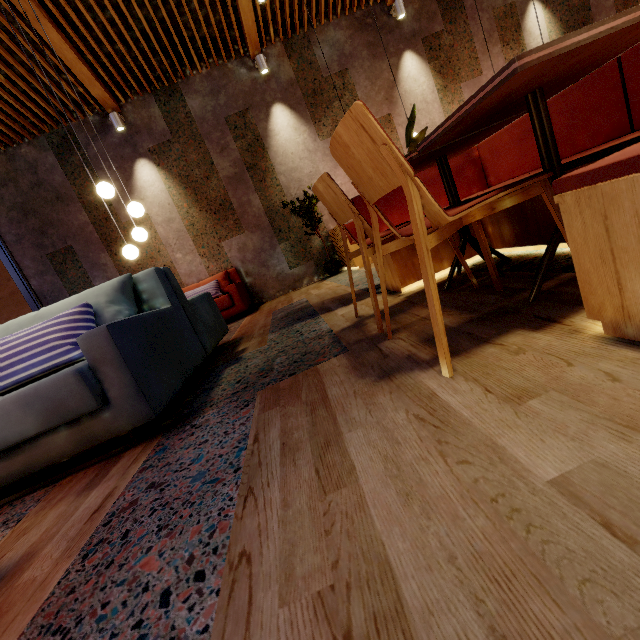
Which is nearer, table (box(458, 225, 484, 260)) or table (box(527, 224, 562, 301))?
table (box(527, 224, 562, 301))

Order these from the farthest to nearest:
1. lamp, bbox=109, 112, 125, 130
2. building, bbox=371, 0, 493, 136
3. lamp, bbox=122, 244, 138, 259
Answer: building, bbox=371, 0, 493, 136
lamp, bbox=109, 112, 125, 130
lamp, bbox=122, 244, 138, 259

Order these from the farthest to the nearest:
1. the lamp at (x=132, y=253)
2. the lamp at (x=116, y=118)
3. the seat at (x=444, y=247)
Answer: the lamp at (x=116, y=118)
the lamp at (x=132, y=253)
the seat at (x=444, y=247)

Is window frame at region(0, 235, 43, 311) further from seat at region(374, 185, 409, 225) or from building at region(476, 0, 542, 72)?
seat at region(374, 185, 409, 225)

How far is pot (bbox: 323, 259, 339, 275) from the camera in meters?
6.1

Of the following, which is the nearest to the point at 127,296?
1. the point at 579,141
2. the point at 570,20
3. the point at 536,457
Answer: the point at 536,457

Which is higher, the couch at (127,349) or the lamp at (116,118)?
the lamp at (116,118)

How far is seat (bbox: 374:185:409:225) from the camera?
2.6 meters
